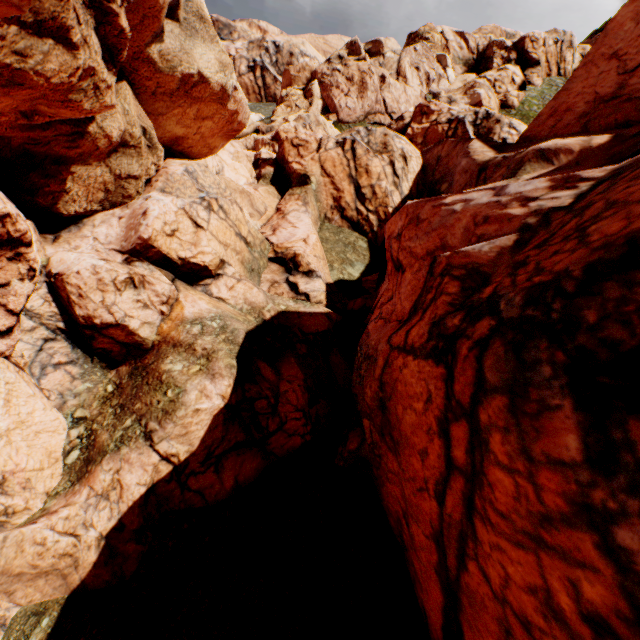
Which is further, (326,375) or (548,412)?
(326,375)
